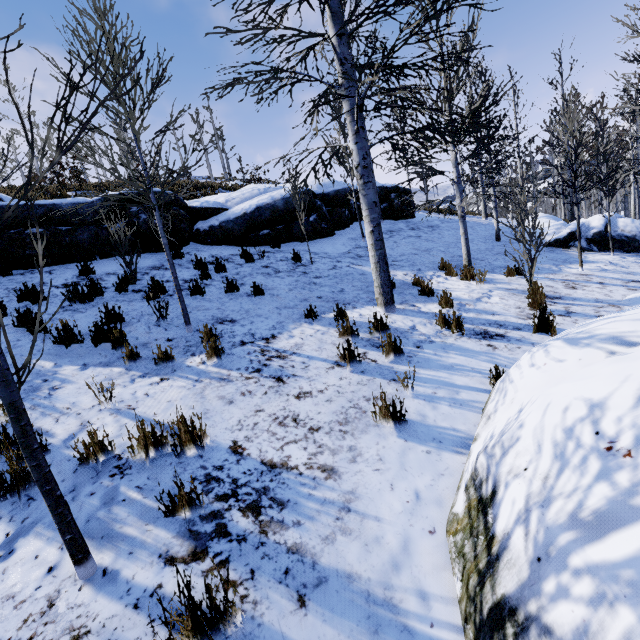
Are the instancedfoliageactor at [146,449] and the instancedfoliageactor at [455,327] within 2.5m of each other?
no

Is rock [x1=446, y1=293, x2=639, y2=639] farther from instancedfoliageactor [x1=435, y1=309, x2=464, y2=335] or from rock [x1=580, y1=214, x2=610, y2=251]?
rock [x1=580, y1=214, x2=610, y2=251]

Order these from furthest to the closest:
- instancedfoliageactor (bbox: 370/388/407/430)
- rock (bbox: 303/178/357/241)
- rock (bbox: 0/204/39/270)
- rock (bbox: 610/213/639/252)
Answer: rock (bbox: 610/213/639/252) < rock (bbox: 303/178/357/241) < rock (bbox: 0/204/39/270) < instancedfoliageactor (bbox: 370/388/407/430)

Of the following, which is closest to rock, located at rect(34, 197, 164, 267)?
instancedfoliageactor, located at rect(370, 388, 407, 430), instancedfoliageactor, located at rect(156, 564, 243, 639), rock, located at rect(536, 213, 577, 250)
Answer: rock, located at rect(536, 213, 577, 250)

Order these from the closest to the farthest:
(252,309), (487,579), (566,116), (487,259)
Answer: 1. (487,579)
2. (252,309)
3. (566,116)
4. (487,259)

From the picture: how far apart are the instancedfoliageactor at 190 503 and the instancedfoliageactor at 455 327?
4.0 meters

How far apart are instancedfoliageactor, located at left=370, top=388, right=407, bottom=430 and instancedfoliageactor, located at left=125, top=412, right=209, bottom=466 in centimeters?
170cm

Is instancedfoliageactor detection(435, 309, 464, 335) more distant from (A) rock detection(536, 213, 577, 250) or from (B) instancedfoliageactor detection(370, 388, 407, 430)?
(A) rock detection(536, 213, 577, 250)
